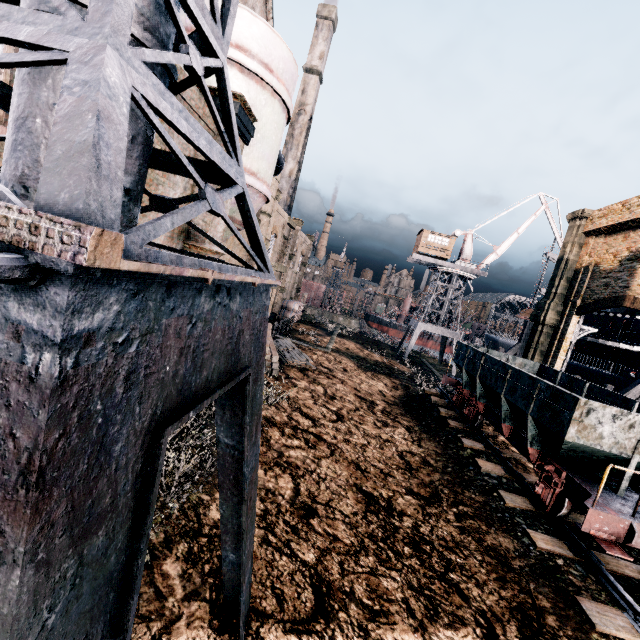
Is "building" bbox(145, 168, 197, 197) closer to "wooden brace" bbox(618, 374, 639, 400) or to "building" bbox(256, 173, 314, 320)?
"wooden brace" bbox(618, 374, 639, 400)

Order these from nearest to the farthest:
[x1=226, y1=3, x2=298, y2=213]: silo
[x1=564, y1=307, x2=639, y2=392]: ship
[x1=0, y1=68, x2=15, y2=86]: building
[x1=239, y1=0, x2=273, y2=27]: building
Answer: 1. [x1=0, y1=68, x2=15, y2=86]: building
2. [x1=226, y1=3, x2=298, y2=213]: silo
3. [x1=239, y1=0, x2=273, y2=27]: building
4. [x1=564, y1=307, x2=639, y2=392]: ship

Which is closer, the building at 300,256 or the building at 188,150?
the building at 188,150

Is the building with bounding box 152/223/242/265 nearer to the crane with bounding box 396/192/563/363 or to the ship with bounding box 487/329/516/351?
the ship with bounding box 487/329/516/351

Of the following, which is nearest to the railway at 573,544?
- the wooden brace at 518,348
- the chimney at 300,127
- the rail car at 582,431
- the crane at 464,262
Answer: the rail car at 582,431

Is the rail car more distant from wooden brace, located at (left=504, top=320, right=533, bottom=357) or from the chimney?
the chimney

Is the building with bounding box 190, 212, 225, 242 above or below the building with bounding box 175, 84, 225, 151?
below

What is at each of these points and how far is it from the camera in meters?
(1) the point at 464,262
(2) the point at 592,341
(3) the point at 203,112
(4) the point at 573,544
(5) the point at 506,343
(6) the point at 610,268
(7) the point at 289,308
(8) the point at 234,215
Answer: (1) crane, 44.8
(2) ship, 36.4
(3) building, 8.6
(4) railway, 8.8
(5) ship, 49.2
(6) building, 22.9
(7) wooden barrel, 43.9
(8) silo, 12.4
